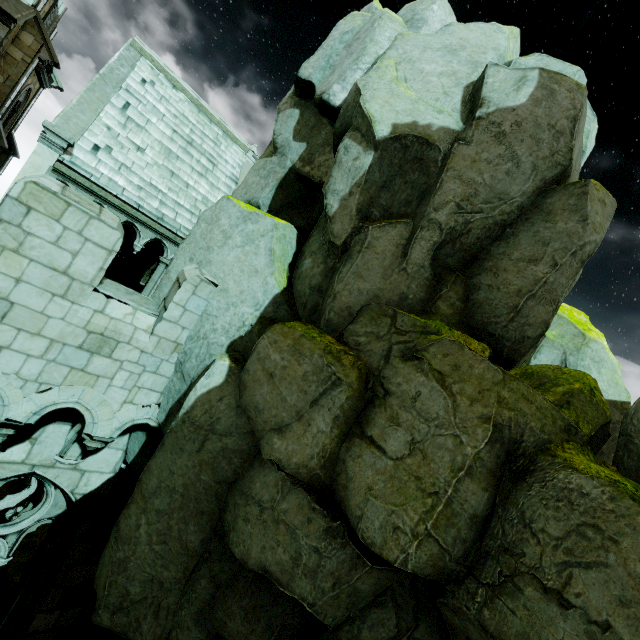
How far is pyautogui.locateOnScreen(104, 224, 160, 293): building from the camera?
19.7m

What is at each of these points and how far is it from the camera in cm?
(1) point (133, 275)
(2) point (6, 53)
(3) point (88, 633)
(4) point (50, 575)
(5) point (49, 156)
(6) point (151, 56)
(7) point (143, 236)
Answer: (1) building, 2178
(2) building, 1452
(3) stone column, 730
(4) building, 683
(5) building, 886
(6) trim, 1362
(7) arch molding, 1065

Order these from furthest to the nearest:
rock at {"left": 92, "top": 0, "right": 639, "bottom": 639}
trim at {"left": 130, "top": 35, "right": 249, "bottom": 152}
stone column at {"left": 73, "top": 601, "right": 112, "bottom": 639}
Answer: trim at {"left": 130, "top": 35, "right": 249, "bottom": 152}, stone column at {"left": 73, "top": 601, "right": 112, "bottom": 639}, rock at {"left": 92, "top": 0, "right": 639, "bottom": 639}

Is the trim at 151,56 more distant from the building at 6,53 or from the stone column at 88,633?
the stone column at 88,633

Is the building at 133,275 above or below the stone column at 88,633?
above

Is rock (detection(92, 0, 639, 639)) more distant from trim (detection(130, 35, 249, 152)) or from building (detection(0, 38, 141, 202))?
trim (detection(130, 35, 249, 152))

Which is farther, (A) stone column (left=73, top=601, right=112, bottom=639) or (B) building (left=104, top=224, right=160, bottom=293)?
(B) building (left=104, top=224, right=160, bottom=293)

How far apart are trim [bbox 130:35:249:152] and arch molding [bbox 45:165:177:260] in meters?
8.2
